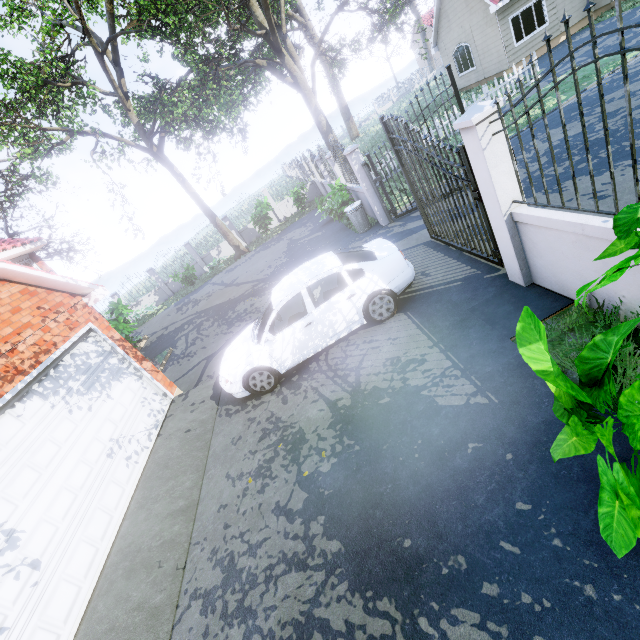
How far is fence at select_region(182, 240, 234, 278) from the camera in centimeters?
2255cm

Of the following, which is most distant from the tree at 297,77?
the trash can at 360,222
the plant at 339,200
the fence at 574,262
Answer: the trash can at 360,222

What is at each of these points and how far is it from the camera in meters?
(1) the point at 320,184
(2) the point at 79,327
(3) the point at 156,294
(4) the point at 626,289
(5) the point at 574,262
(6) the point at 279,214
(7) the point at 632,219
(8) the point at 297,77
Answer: (1) fence, 19.0 m
(2) garage door, 6.7 m
(3) fence, 23.5 m
(4) fence, 3.3 m
(5) fence, 3.8 m
(6) fence, 22.4 m
(7) plant, 1.9 m
(8) tree, 14.8 m

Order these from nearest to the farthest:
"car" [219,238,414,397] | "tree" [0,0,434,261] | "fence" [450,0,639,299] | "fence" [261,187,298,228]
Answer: "fence" [450,0,639,299] → "car" [219,238,414,397] → "tree" [0,0,434,261] → "fence" [261,187,298,228]

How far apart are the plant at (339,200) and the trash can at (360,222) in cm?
127

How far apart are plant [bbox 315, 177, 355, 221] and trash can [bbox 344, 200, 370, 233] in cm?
127

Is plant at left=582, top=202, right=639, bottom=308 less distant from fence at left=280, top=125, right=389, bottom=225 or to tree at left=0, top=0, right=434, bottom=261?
tree at left=0, top=0, right=434, bottom=261
